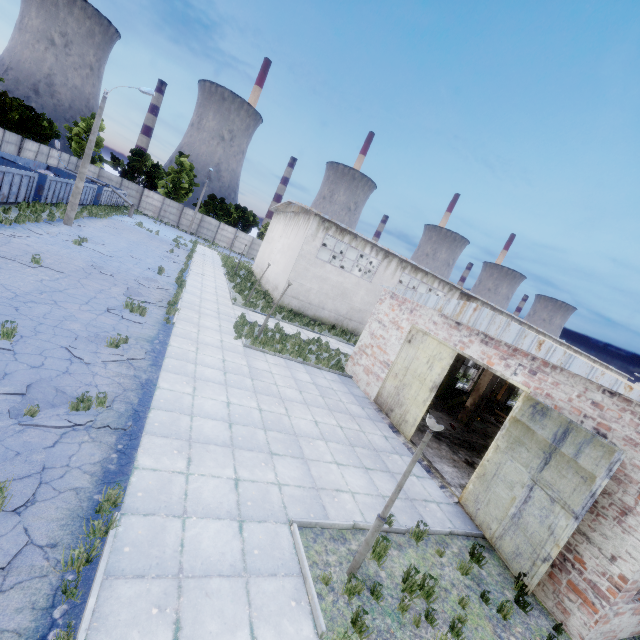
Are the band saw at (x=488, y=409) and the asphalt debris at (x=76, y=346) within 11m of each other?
no

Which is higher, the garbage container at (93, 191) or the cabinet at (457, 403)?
the garbage container at (93, 191)

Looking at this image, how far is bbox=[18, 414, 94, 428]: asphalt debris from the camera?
5.9m

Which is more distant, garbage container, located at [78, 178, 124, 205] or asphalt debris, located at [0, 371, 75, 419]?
garbage container, located at [78, 178, 124, 205]

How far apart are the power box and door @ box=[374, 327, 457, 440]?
7.1 meters

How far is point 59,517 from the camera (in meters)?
4.66

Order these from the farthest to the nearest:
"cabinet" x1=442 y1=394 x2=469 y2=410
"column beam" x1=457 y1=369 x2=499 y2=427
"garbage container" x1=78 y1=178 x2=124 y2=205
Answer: "garbage container" x1=78 y1=178 x2=124 y2=205 → "cabinet" x1=442 y1=394 x2=469 y2=410 → "column beam" x1=457 y1=369 x2=499 y2=427

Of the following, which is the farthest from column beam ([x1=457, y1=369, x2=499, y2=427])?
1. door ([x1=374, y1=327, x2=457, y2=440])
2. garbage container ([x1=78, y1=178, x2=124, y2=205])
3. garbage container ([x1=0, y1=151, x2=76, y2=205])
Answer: garbage container ([x1=78, y1=178, x2=124, y2=205])
